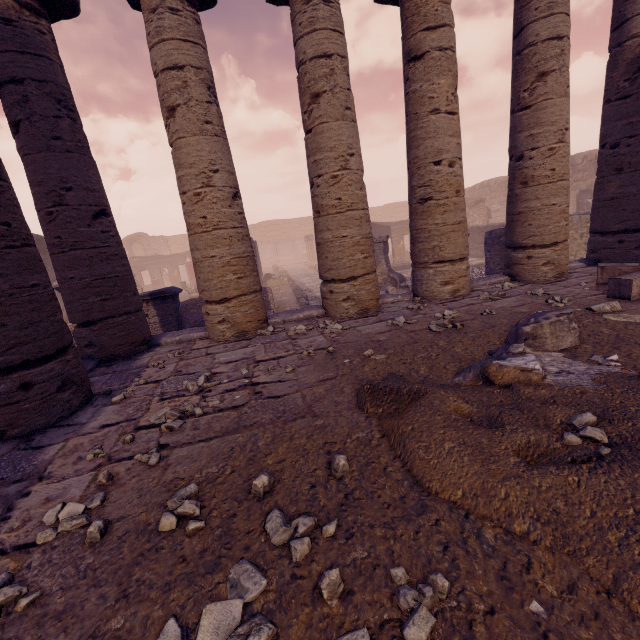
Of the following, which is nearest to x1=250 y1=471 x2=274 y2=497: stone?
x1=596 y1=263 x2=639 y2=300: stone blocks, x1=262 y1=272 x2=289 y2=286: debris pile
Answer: x1=596 y1=263 x2=639 y2=300: stone blocks

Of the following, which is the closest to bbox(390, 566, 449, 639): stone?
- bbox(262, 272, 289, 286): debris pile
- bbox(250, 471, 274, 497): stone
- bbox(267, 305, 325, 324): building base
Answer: bbox(250, 471, 274, 497): stone

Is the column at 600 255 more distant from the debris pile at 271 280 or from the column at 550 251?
the debris pile at 271 280

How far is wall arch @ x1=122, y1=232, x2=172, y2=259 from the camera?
35.9m

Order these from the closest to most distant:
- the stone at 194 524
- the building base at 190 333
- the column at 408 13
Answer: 1. the stone at 194 524
2. the column at 408 13
3. the building base at 190 333

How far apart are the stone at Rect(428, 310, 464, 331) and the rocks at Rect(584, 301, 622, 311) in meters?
1.6 m

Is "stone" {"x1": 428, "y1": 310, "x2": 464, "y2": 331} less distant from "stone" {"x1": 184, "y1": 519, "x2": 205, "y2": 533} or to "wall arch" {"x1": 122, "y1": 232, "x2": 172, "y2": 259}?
"stone" {"x1": 184, "y1": 519, "x2": 205, "y2": 533}

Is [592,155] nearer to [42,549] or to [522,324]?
[522,324]
